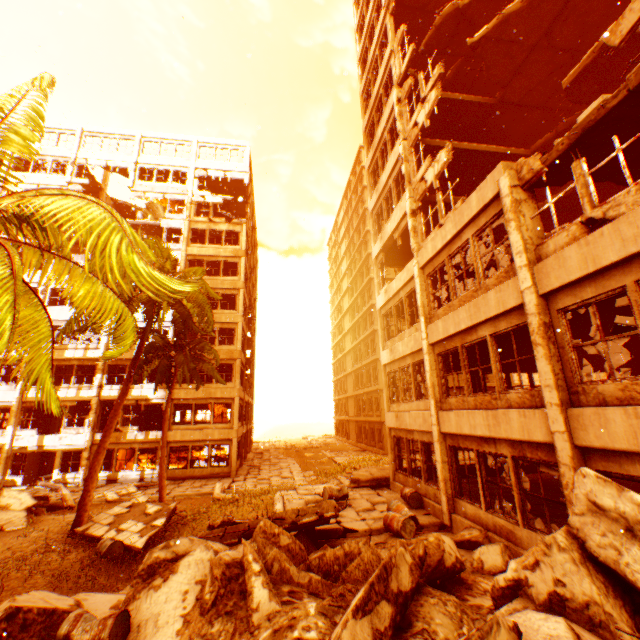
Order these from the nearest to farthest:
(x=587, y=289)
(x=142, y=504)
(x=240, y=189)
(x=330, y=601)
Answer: (x=330, y=601) < (x=587, y=289) < (x=142, y=504) < (x=240, y=189)

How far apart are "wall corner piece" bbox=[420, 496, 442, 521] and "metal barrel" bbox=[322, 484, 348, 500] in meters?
2.5 m

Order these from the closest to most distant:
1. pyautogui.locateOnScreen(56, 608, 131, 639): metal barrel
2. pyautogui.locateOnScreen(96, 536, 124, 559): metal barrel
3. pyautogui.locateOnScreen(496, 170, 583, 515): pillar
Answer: pyautogui.locateOnScreen(56, 608, 131, 639): metal barrel < pyautogui.locateOnScreen(496, 170, 583, 515): pillar < pyautogui.locateOnScreen(96, 536, 124, 559): metal barrel

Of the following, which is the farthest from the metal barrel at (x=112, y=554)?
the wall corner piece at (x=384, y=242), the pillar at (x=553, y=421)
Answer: the pillar at (x=553, y=421)

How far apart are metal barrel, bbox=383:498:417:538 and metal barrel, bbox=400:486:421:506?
1.3 meters

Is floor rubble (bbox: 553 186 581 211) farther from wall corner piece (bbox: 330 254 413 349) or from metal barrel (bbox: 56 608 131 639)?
metal barrel (bbox: 56 608 131 639)

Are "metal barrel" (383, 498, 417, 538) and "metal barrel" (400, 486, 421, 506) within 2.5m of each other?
yes

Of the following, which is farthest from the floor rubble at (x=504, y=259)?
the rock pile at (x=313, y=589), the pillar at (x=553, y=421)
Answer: the rock pile at (x=313, y=589)
